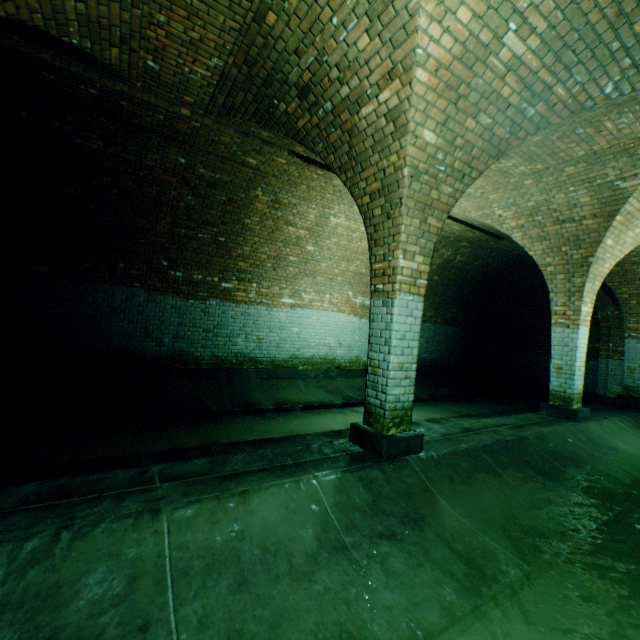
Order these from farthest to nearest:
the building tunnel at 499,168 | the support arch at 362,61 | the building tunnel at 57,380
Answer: the building tunnel at 499,168 → the support arch at 362,61 → the building tunnel at 57,380

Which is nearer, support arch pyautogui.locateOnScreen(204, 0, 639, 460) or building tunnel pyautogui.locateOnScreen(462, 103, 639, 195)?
support arch pyautogui.locateOnScreen(204, 0, 639, 460)

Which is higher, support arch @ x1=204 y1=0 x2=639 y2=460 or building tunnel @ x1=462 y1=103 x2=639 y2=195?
building tunnel @ x1=462 y1=103 x2=639 y2=195

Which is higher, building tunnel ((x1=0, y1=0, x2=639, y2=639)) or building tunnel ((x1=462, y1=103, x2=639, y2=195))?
building tunnel ((x1=462, y1=103, x2=639, y2=195))

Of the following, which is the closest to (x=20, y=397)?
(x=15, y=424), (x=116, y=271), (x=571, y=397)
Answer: (x=15, y=424)

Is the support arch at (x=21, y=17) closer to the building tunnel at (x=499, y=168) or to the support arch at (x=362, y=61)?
the building tunnel at (x=499, y=168)

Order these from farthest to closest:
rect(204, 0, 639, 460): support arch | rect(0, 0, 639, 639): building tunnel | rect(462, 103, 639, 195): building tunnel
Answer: rect(462, 103, 639, 195): building tunnel → rect(204, 0, 639, 460): support arch → rect(0, 0, 639, 639): building tunnel

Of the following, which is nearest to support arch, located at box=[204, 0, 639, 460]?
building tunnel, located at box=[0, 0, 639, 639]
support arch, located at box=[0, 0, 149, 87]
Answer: building tunnel, located at box=[0, 0, 639, 639]
